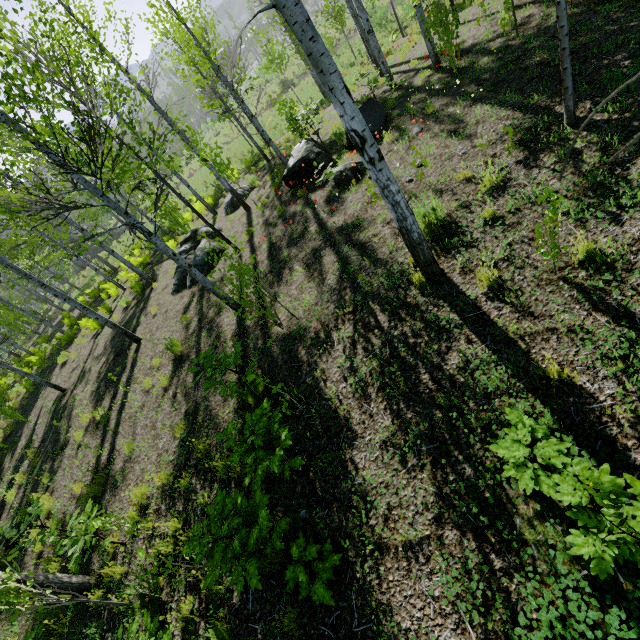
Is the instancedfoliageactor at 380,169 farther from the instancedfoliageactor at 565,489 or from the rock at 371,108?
the instancedfoliageactor at 565,489

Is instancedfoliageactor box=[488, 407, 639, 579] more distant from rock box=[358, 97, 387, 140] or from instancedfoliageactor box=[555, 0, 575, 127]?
rock box=[358, 97, 387, 140]

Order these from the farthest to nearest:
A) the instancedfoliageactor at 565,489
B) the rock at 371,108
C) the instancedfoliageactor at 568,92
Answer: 1. the rock at 371,108
2. the instancedfoliageactor at 568,92
3. the instancedfoliageactor at 565,489

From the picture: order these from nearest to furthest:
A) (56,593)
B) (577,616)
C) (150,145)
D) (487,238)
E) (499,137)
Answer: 1. (577,616)
2. (487,238)
3. (56,593)
4. (499,137)
5. (150,145)

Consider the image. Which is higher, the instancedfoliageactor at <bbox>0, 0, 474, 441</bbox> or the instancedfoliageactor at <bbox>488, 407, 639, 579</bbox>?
the instancedfoliageactor at <bbox>0, 0, 474, 441</bbox>

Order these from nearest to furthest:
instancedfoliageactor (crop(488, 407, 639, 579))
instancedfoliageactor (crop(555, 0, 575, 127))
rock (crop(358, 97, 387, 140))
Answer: instancedfoliageactor (crop(488, 407, 639, 579))
instancedfoliageactor (crop(555, 0, 575, 127))
rock (crop(358, 97, 387, 140))

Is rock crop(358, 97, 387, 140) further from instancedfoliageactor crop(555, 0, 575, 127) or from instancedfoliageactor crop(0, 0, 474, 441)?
instancedfoliageactor crop(555, 0, 575, 127)

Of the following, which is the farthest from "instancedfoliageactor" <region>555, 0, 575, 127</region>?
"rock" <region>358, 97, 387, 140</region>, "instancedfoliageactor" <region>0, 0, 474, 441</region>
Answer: "instancedfoliageactor" <region>0, 0, 474, 441</region>
